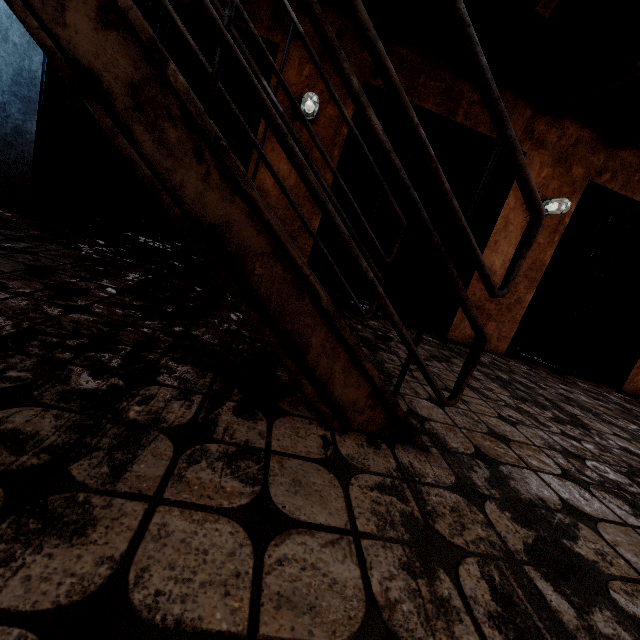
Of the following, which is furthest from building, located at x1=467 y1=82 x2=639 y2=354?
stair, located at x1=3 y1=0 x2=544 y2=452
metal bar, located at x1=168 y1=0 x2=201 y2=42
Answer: stair, located at x1=3 y1=0 x2=544 y2=452

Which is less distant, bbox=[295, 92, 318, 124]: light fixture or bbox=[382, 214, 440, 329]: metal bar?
bbox=[295, 92, 318, 124]: light fixture

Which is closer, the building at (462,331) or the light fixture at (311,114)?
the light fixture at (311,114)

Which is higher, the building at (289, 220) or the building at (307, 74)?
the building at (307, 74)

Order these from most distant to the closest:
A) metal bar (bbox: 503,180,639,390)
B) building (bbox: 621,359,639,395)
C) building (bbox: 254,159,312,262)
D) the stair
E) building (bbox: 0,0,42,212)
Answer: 1. building (bbox: 621,359,639,395)
2. metal bar (bbox: 503,180,639,390)
3. building (bbox: 254,159,312,262)
4. building (bbox: 0,0,42,212)
5. the stair

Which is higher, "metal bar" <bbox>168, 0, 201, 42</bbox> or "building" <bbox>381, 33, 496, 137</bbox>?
"building" <bbox>381, 33, 496, 137</bbox>

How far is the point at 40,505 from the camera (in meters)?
0.66

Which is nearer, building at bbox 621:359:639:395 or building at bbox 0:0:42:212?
building at bbox 0:0:42:212
